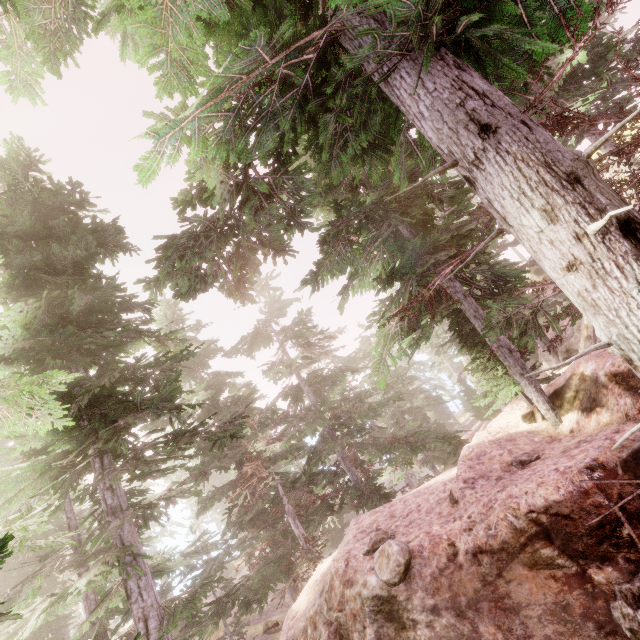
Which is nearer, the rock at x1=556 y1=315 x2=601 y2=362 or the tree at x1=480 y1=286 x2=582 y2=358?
the tree at x1=480 y1=286 x2=582 y2=358

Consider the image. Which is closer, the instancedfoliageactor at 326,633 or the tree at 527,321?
the tree at 527,321

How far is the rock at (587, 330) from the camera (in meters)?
9.51

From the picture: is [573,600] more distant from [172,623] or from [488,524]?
[172,623]

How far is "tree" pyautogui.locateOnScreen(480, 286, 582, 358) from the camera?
5.1m

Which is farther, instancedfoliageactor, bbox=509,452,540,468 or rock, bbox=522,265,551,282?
rock, bbox=522,265,551,282

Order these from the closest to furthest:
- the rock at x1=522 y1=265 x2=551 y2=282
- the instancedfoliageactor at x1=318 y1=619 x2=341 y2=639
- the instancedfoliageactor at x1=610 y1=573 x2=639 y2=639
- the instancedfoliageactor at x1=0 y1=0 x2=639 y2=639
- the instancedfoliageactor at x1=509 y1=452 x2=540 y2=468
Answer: the instancedfoliageactor at x1=0 y1=0 x2=639 y2=639 < the instancedfoliageactor at x1=610 y1=573 x2=639 y2=639 < the instancedfoliageactor at x1=318 y1=619 x2=341 y2=639 < the instancedfoliageactor at x1=509 y1=452 x2=540 y2=468 < the rock at x1=522 y1=265 x2=551 y2=282
